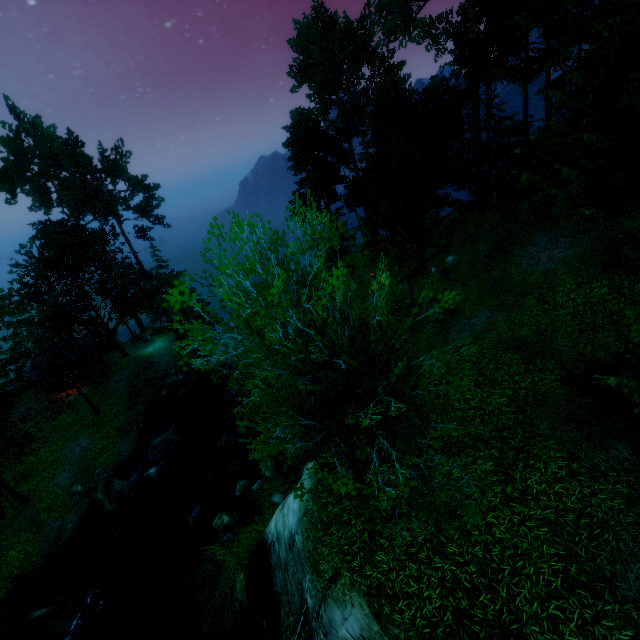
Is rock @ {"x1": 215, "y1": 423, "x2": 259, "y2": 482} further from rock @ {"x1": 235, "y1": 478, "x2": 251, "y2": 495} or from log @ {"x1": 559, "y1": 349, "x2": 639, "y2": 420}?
log @ {"x1": 559, "y1": 349, "x2": 639, "y2": 420}

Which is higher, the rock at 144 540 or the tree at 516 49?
the tree at 516 49

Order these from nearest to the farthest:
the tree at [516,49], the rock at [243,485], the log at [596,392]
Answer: the tree at [516,49] → the log at [596,392] → the rock at [243,485]

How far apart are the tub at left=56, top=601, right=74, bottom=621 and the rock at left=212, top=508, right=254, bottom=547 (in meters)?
6.79

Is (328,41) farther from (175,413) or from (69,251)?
(175,413)

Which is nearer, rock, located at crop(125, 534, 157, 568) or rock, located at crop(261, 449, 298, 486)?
rock, located at crop(261, 449, 298, 486)

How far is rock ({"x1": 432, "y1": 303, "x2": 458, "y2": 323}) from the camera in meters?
20.8 m

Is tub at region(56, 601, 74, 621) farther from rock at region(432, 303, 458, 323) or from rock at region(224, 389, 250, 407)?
→ rock at region(432, 303, 458, 323)
